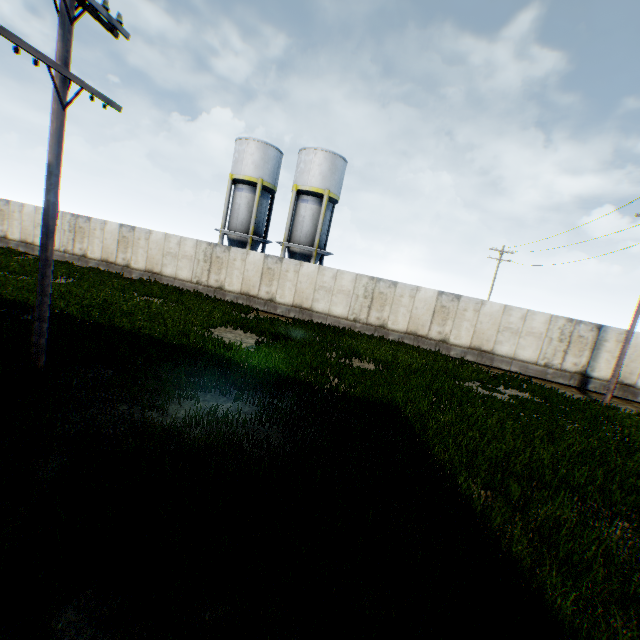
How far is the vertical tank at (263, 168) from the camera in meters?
26.1

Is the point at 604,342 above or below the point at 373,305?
above

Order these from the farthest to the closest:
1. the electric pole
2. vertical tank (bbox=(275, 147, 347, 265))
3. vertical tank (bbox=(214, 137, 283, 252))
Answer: vertical tank (bbox=(214, 137, 283, 252)) → vertical tank (bbox=(275, 147, 347, 265)) → the electric pole

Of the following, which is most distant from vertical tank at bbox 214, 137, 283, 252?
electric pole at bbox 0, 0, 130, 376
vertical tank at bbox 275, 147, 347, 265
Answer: electric pole at bbox 0, 0, 130, 376

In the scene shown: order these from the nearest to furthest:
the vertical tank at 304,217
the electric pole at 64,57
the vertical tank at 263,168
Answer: the electric pole at 64,57 → the vertical tank at 304,217 → the vertical tank at 263,168

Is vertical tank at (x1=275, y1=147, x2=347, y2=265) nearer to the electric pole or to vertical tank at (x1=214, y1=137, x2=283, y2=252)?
vertical tank at (x1=214, y1=137, x2=283, y2=252)

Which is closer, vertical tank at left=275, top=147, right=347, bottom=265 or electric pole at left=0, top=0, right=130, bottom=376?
electric pole at left=0, top=0, right=130, bottom=376

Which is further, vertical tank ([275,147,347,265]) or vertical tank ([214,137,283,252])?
vertical tank ([214,137,283,252])
